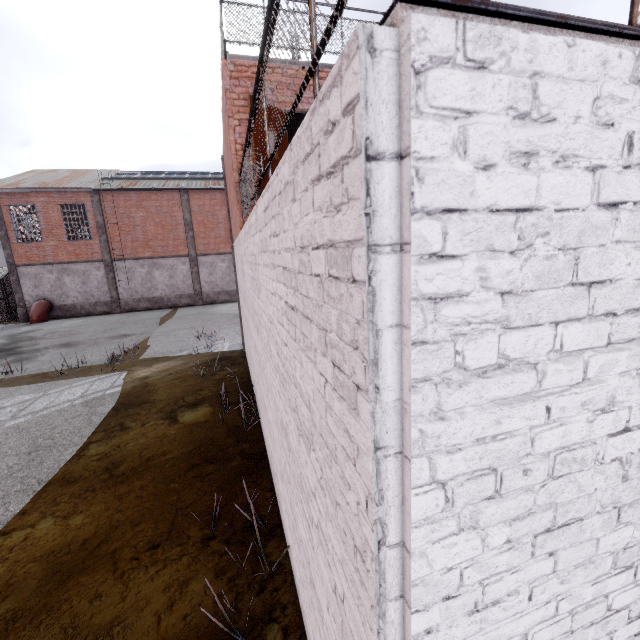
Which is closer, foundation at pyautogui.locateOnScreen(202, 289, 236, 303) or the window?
the window

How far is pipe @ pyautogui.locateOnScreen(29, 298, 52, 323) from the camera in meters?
22.0 m

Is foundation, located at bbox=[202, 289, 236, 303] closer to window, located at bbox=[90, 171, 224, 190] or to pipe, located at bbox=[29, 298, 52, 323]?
window, located at bbox=[90, 171, 224, 190]

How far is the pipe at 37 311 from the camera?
22.0 meters

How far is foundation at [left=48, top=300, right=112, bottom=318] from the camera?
23.61m

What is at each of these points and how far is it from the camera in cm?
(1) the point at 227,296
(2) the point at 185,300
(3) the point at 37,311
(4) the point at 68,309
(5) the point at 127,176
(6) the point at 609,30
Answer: (1) foundation, 2681
(2) foundation, 2595
(3) pipe, 2217
(4) foundation, 2381
(5) window, 2859
(6) metal railing, 87

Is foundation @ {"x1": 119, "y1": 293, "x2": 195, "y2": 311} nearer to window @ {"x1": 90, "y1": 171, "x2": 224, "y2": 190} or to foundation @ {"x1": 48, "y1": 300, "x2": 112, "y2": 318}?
foundation @ {"x1": 48, "y1": 300, "x2": 112, "y2": 318}

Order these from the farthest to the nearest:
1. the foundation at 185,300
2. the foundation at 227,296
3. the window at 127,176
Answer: the foundation at 227,296 < the foundation at 185,300 < the window at 127,176
